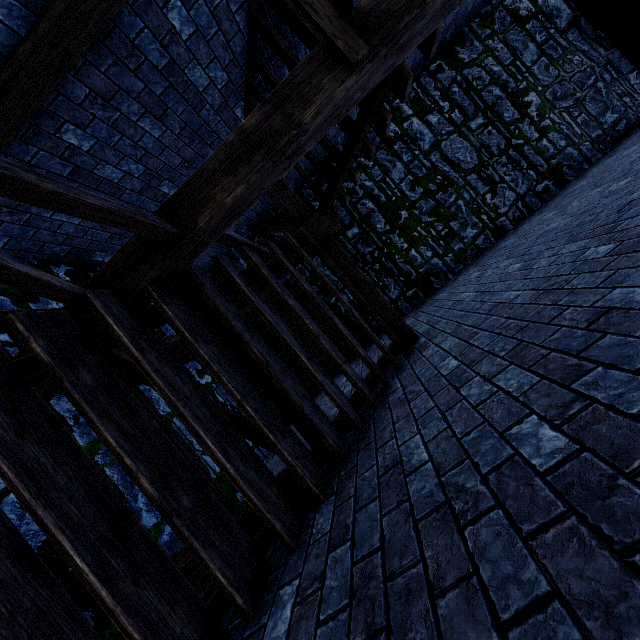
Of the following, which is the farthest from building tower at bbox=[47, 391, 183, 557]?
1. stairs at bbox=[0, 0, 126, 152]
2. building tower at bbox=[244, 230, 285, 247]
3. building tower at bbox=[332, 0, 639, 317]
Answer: building tower at bbox=[244, 230, 285, 247]

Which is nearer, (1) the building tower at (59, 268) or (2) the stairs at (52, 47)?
(2) the stairs at (52, 47)

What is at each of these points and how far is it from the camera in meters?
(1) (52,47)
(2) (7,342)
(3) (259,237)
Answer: (1) stairs, 2.5 m
(2) building tower, 3.0 m
(3) building tower, 7.8 m

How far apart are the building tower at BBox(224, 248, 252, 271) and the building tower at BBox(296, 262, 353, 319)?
0.21m

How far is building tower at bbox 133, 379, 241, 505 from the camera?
4.0m

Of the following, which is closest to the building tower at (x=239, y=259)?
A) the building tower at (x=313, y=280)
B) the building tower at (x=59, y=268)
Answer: the building tower at (x=313, y=280)

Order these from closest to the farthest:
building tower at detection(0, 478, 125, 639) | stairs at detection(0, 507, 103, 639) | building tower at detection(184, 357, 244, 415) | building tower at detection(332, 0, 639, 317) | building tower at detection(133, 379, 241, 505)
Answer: stairs at detection(0, 507, 103, 639) → building tower at detection(0, 478, 125, 639) → building tower at detection(133, 379, 241, 505) → building tower at detection(184, 357, 244, 415) → building tower at detection(332, 0, 639, 317)

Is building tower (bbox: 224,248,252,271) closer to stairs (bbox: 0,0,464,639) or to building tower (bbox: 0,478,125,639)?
stairs (bbox: 0,0,464,639)
